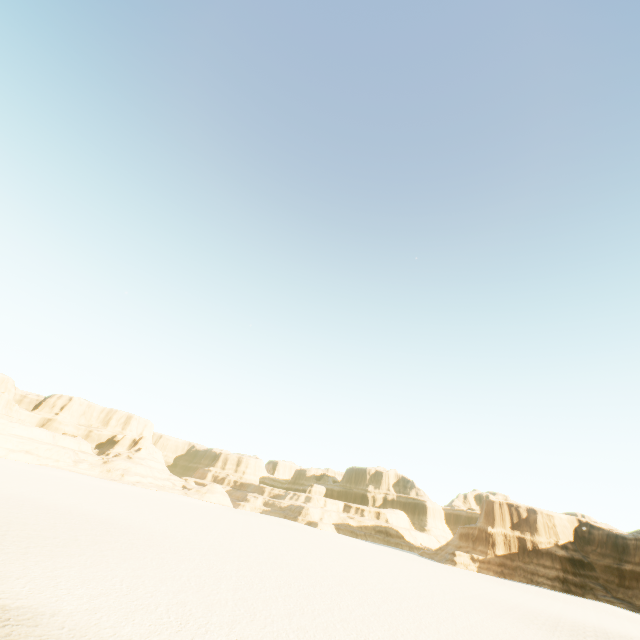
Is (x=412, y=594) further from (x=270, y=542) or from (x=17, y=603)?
(x=17, y=603)
